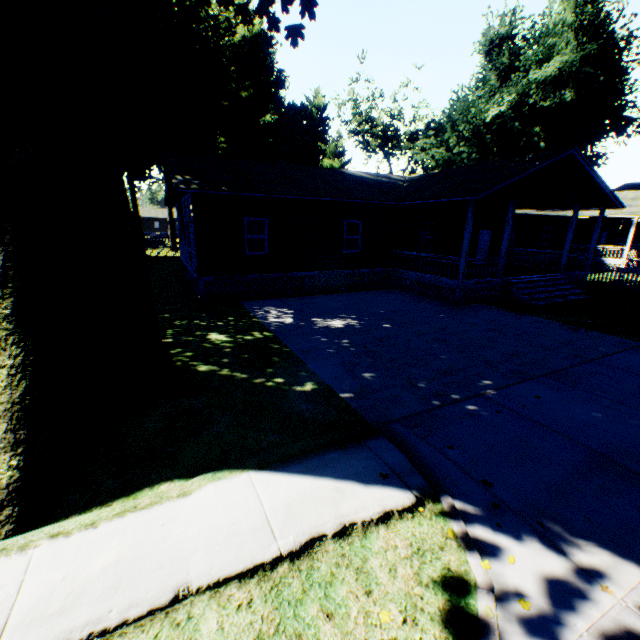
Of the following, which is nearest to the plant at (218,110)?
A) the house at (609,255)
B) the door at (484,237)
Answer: the house at (609,255)

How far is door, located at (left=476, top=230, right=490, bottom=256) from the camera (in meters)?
20.58

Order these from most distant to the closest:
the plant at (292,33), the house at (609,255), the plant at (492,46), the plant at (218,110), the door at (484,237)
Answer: the plant at (492,46), the door at (484,237), the plant at (292,33), the house at (609,255), the plant at (218,110)

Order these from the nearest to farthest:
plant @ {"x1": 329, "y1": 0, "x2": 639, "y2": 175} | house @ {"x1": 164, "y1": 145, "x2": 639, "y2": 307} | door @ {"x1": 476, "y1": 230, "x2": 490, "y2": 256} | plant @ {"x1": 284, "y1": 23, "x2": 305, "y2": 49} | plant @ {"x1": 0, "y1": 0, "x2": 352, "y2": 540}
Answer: plant @ {"x1": 0, "y1": 0, "x2": 352, "y2": 540} → house @ {"x1": 164, "y1": 145, "x2": 639, "y2": 307} → plant @ {"x1": 284, "y1": 23, "x2": 305, "y2": 49} → door @ {"x1": 476, "y1": 230, "x2": 490, "y2": 256} → plant @ {"x1": 329, "y1": 0, "x2": 639, "y2": 175}

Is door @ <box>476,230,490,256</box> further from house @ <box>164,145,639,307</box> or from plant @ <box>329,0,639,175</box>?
plant @ <box>329,0,639,175</box>

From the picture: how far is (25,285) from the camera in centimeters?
417cm

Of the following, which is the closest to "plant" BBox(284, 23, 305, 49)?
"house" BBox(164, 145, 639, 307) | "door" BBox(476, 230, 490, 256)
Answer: "house" BBox(164, 145, 639, 307)
